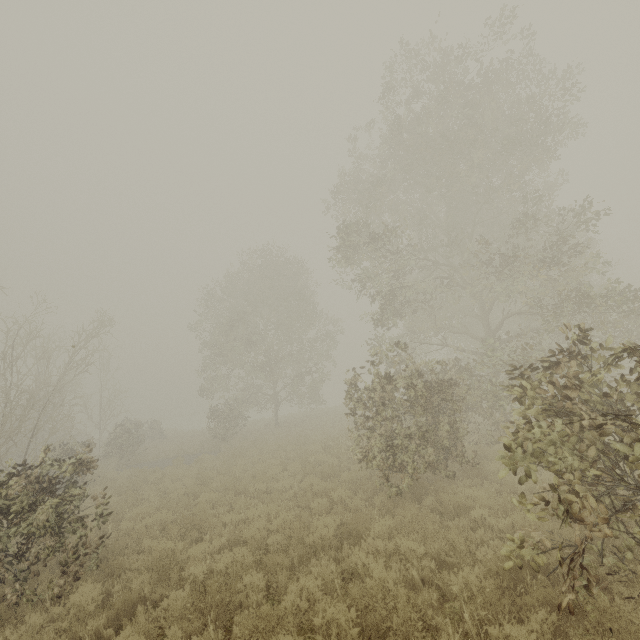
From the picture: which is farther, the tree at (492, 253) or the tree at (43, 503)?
the tree at (43, 503)

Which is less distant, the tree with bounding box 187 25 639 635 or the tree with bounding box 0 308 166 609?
the tree with bounding box 187 25 639 635

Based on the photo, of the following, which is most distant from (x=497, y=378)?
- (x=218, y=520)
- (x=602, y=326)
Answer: (x=218, y=520)
